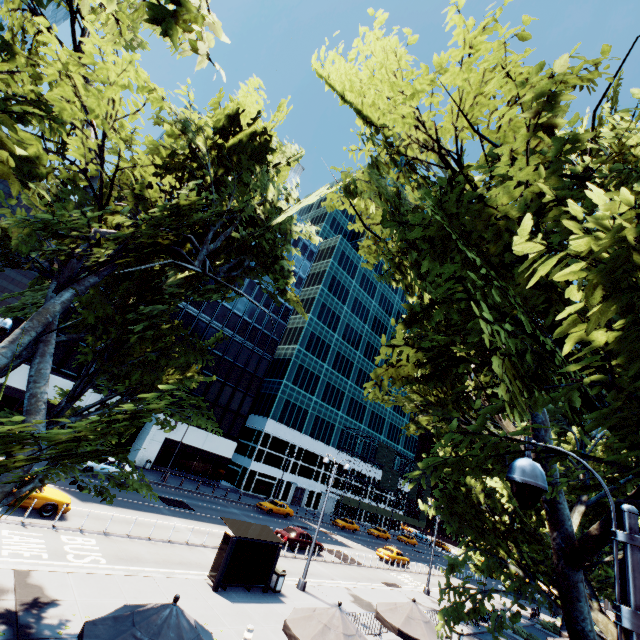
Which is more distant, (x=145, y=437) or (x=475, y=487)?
(x=145, y=437)

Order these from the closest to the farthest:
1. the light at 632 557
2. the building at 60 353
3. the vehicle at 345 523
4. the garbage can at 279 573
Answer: the light at 632 557, the garbage can at 279 573, the building at 60 353, the vehicle at 345 523

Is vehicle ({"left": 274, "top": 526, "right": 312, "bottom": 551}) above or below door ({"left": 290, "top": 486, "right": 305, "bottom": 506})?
below

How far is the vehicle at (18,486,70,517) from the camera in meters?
15.6

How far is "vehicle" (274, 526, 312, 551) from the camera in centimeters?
2620cm

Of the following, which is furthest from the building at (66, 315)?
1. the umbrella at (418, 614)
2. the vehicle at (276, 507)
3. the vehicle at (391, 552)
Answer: the umbrella at (418, 614)

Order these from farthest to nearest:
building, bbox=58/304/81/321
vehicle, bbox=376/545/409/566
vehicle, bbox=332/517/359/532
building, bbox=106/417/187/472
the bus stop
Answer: vehicle, bbox=332/517/359/532 → building, bbox=106/417/187/472 → vehicle, bbox=376/545/409/566 → building, bbox=58/304/81/321 → the bus stop

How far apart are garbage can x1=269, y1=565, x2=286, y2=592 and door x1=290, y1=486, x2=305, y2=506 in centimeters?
4003cm
